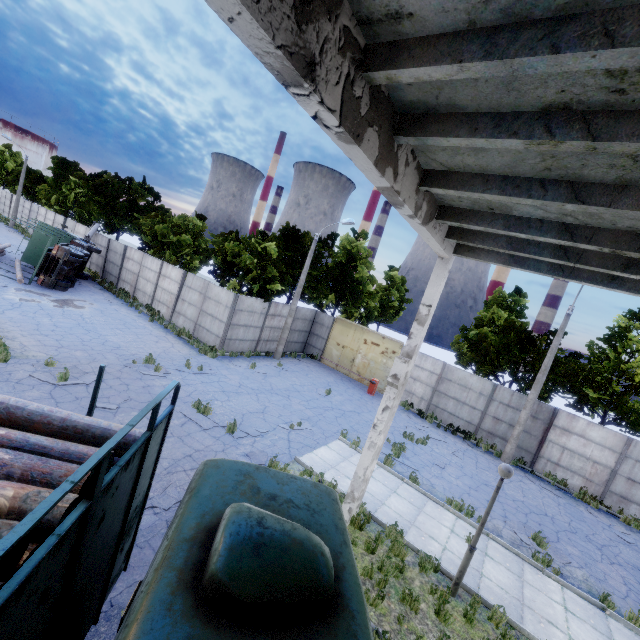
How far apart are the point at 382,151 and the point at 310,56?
1.6m

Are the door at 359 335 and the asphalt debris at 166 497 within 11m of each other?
no

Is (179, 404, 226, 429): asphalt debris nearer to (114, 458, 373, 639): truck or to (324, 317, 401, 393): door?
(114, 458, 373, 639): truck

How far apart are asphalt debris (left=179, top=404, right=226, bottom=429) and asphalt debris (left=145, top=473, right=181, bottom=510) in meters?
2.6 m

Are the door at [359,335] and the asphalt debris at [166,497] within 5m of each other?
no

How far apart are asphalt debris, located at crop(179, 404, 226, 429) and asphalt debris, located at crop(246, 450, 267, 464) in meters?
0.8 m

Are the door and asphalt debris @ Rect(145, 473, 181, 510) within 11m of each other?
no

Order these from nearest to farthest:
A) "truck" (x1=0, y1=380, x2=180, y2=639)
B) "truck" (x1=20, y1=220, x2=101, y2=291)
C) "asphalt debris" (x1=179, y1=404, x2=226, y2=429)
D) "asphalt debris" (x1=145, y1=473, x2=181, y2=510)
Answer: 1. "truck" (x1=0, y1=380, x2=180, y2=639)
2. "asphalt debris" (x1=145, y1=473, x2=181, y2=510)
3. "asphalt debris" (x1=179, y1=404, x2=226, y2=429)
4. "truck" (x1=20, y1=220, x2=101, y2=291)
